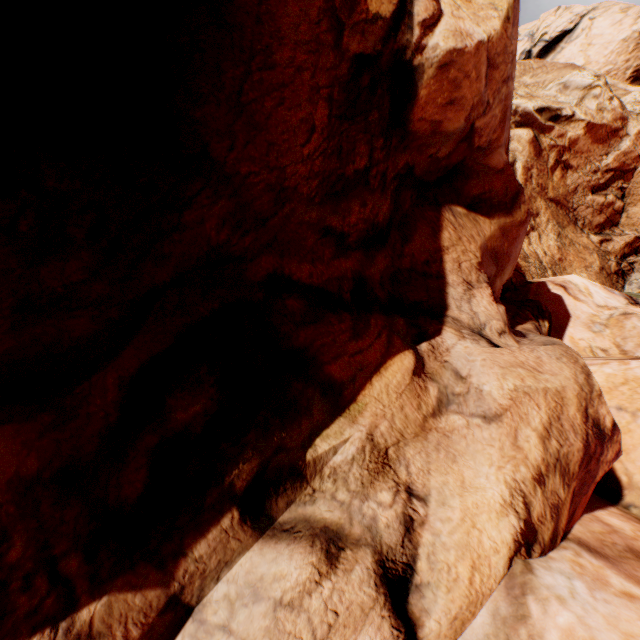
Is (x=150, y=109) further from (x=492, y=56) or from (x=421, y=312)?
(x=492, y=56)
